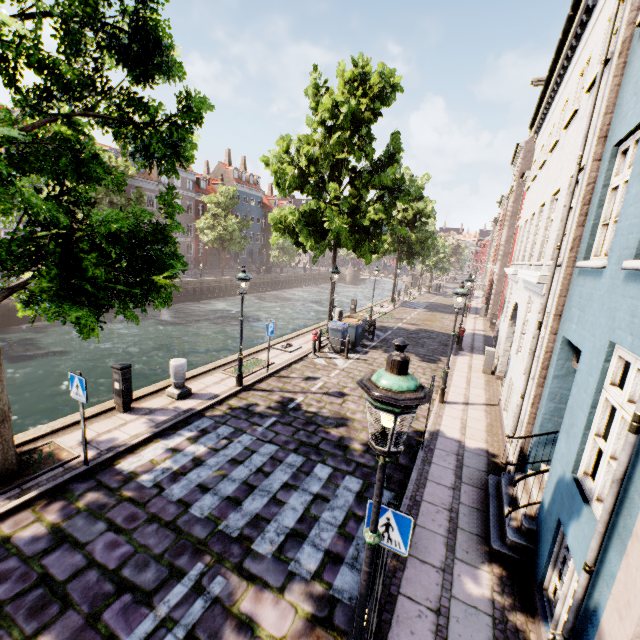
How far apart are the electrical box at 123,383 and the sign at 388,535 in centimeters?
707cm

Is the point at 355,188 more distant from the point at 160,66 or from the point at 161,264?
the point at 161,264

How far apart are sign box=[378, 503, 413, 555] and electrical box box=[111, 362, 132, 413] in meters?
7.1

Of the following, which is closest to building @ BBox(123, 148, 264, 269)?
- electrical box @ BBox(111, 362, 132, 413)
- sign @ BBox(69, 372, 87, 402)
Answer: electrical box @ BBox(111, 362, 132, 413)

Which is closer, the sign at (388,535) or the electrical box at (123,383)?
the sign at (388,535)

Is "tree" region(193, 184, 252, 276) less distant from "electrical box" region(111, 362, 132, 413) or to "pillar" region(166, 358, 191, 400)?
"electrical box" region(111, 362, 132, 413)

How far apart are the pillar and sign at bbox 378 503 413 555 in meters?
7.2 m

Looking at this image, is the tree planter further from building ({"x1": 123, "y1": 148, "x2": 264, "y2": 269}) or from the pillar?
building ({"x1": 123, "y1": 148, "x2": 264, "y2": 269})
